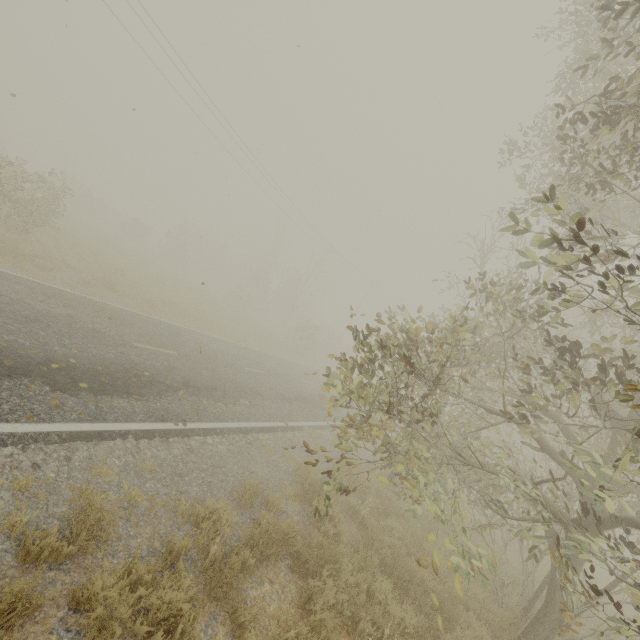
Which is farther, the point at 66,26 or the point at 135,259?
the point at 135,259
